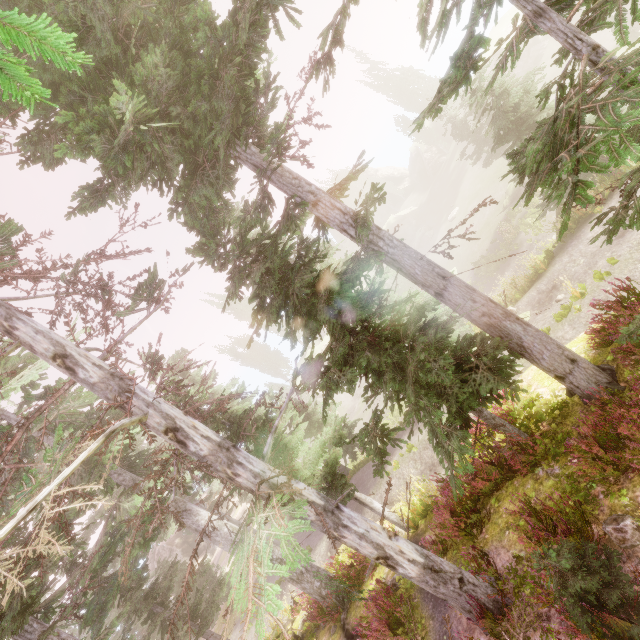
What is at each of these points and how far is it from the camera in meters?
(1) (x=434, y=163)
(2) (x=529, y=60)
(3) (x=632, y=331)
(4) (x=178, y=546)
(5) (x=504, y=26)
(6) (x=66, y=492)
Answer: (1) rock, 55.1
(2) rock, 40.2
(3) instancedfoliageactor, 4.8
(4) rock, 44.7
(5) rock, 44.8
(6) instancedfoliageactor, 11.9

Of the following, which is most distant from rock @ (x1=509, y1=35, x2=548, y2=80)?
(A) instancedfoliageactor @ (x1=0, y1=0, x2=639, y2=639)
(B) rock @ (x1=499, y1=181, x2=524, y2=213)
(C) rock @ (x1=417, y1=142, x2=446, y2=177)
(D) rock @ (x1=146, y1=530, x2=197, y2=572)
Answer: (D) rock @ (x1=146, y1=530, x2=197, y2=572)

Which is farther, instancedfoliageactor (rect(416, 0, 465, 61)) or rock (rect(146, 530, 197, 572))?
rock (rect(146, 530, 197, 572))

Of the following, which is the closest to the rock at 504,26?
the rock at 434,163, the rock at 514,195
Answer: the rock at 434,163

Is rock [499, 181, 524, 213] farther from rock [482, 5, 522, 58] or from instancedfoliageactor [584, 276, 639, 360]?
rock [482, 5, 522, 58]

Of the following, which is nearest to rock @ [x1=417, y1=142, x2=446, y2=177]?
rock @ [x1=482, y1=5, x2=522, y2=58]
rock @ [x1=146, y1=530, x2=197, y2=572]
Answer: rock @ [x1=482, y1=5, x2=522, y2=58]

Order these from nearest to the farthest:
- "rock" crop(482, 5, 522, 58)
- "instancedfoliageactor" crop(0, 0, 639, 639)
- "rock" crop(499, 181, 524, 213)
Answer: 1. "instancedfoliageactor" crop(0, 0, 639, 639)
2. "rock" crop(499, 181, 524, 213)
3. "rock" crop(482, 5, 522, 58)

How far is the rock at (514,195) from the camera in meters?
29.5 m
